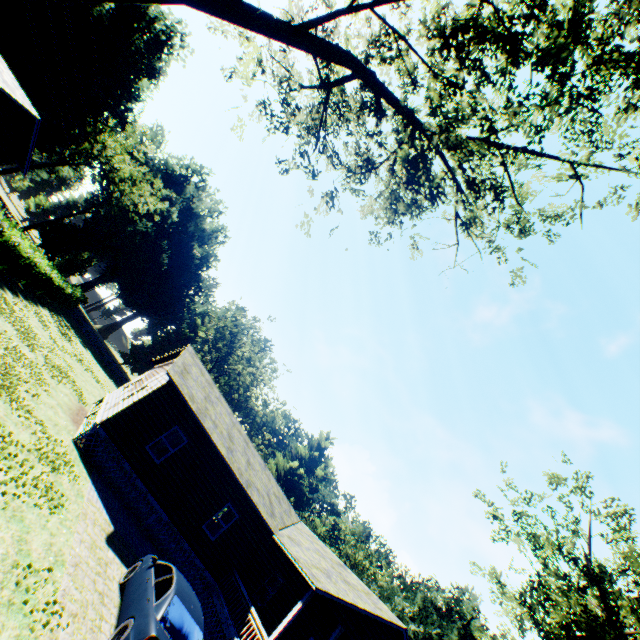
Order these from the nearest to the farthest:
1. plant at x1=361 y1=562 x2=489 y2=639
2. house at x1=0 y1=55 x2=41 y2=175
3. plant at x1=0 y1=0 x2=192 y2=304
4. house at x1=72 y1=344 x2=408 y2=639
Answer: house at x1=72 y1=344 x2=408 y2=639
house at x1=0 y1=55 x2=41 y2=175
plant at x1=0 y1=0 x2=192 y2=304
plant at x1=361 y1=562 x2=489 y2=639

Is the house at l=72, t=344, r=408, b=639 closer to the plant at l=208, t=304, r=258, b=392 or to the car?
the car

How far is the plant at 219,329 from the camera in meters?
52.4 m

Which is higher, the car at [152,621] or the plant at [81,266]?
the plant at [81,266]

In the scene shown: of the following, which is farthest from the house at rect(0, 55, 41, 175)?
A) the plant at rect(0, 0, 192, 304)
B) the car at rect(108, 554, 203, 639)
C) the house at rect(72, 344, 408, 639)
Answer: the car at rect(108, 554, 203, 639)

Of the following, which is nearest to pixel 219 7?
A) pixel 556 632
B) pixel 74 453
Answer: pixel 74 453

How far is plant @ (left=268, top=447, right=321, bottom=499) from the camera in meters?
56.4
